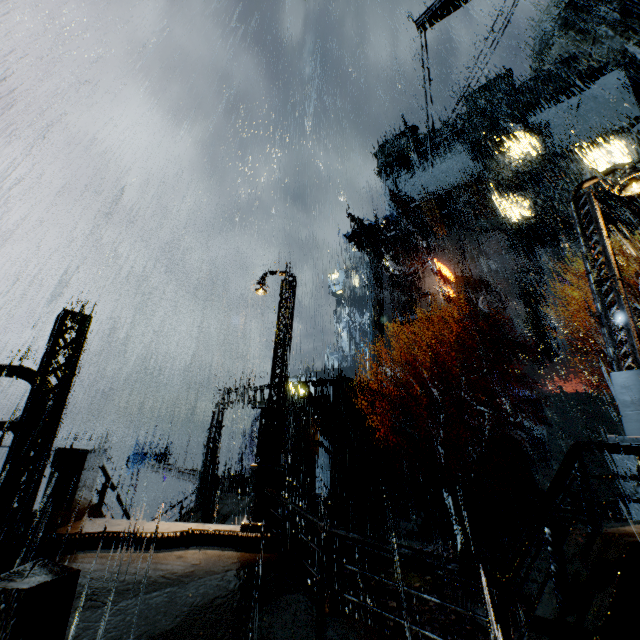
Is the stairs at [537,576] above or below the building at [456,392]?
below

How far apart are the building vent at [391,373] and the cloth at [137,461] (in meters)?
27.85

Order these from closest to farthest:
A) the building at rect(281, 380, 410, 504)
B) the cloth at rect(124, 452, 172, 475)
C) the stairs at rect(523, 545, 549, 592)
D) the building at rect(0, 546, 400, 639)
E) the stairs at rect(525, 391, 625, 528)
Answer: the building at rect(0, 546, 400, 639) → the stairs at rect(523, 545, 549, 592) → the building at rect(281, 380, 410, 504) → the stairs at rect(525, 391, 625, 528) → the cloth at rect(124, 452, 172, 475)

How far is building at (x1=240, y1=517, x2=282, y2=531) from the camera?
7.65m

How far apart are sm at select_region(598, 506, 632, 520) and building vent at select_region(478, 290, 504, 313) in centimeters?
2428cm

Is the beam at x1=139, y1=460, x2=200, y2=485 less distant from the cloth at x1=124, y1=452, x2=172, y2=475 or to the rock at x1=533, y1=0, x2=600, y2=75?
the cloth at x1=124, y1=452, x2=172, y2=475

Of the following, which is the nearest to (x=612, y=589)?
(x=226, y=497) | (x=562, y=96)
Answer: (x=226, y=497)

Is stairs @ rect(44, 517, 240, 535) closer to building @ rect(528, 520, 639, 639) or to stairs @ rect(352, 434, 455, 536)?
building @ rect(528, 520, 639, 639)
